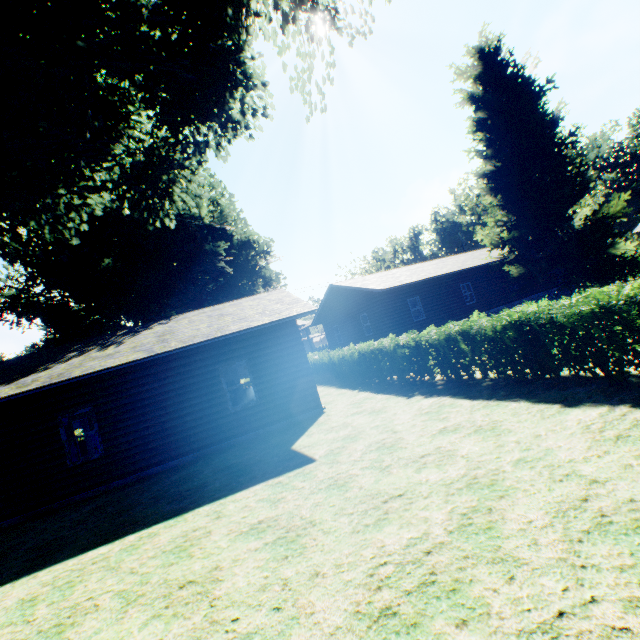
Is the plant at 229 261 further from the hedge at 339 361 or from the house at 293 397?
the house at 293 397

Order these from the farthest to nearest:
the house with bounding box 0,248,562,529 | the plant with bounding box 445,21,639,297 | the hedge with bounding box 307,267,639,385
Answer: the plant with bounding box 445,21,639,297 → the house with bounding box 0,248,562,529 → the hedge with bounding box 307,267,639,385

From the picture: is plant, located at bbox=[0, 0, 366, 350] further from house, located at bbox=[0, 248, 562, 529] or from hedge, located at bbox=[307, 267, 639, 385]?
house, located at bbox=[0, 248, 562, 529]

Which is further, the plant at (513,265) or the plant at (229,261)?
the plant at (513,265)

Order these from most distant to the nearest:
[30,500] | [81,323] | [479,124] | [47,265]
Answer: [81,323] < [47,265] < [479,124] < [30,500]
